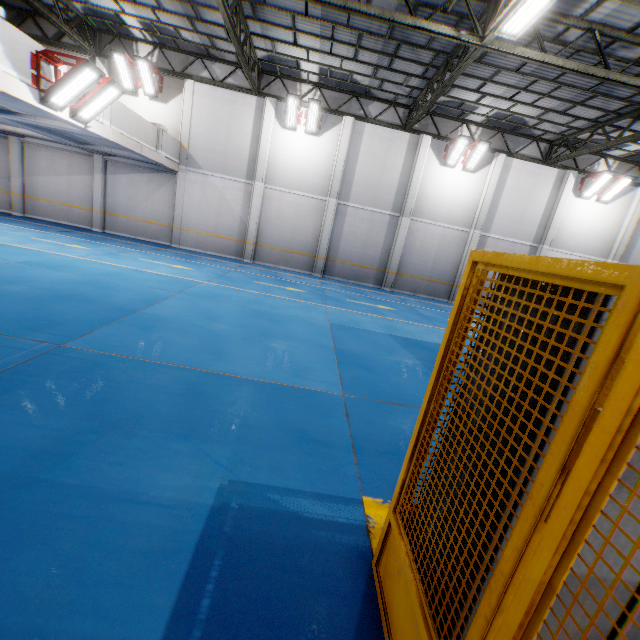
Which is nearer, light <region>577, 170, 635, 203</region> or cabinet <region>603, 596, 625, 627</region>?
cabinet <region>603, 596, 625, 627</region>

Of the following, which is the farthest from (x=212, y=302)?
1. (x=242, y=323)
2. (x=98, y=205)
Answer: (x=98, y=205)

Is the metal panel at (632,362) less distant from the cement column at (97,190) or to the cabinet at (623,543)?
the cabinet at (623,543)

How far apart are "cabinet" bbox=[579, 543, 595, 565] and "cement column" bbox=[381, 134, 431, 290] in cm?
1614

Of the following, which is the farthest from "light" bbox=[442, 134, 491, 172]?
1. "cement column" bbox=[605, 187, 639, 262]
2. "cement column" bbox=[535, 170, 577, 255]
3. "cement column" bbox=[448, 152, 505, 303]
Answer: "cement column" bbox=[605, 187, 639, 262]

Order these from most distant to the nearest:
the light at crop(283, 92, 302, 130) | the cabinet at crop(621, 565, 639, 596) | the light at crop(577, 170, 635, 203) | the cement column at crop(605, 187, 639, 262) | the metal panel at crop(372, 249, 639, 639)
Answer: the cement column at crop(605, 187, 639, 262) → the light at crop(577, 170, 635, 203) → the light at crop(283, 92, 302, 130) → the cabinet at crop(621, 565, 639, 596) → the metal panel at crop(372, 249, 639, 639)

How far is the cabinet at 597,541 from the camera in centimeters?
130cm

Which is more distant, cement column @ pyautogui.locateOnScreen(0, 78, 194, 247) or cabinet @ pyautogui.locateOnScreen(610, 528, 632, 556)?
cement column @ pyautogui.locateOnScreen(0, 78, 194, 247)
